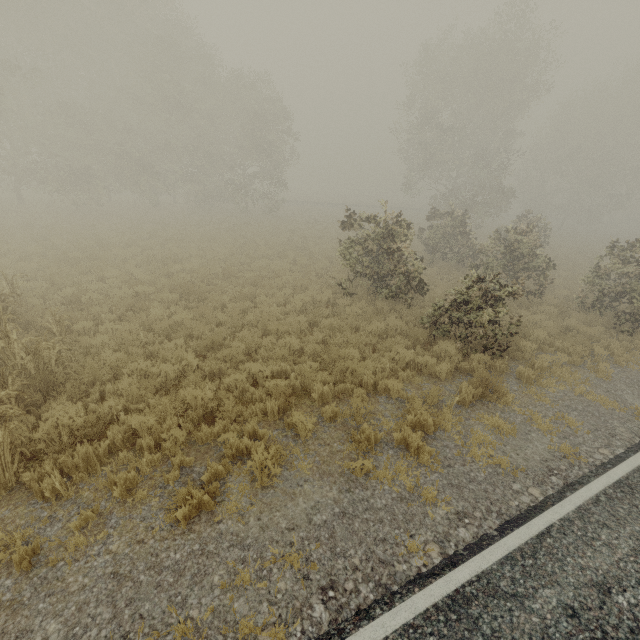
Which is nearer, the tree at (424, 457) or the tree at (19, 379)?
the tree at (19, 379)

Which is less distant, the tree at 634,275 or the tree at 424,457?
the tree at 424,457

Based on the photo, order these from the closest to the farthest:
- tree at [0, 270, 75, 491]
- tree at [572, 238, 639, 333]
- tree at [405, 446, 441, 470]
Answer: tree at [0, 270, 75, 491] → tree at [405, 446, 441, 470] → tree at [572, 238, 639, 333]

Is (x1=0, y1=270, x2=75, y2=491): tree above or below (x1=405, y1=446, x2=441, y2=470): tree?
above

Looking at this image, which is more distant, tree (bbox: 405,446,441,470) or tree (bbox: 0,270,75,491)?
tree (bbox: 405,446,441,470)

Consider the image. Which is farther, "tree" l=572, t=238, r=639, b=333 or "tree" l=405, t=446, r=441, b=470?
"tree" l=572, t=238, r=639, b=333

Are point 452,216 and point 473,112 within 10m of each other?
no
